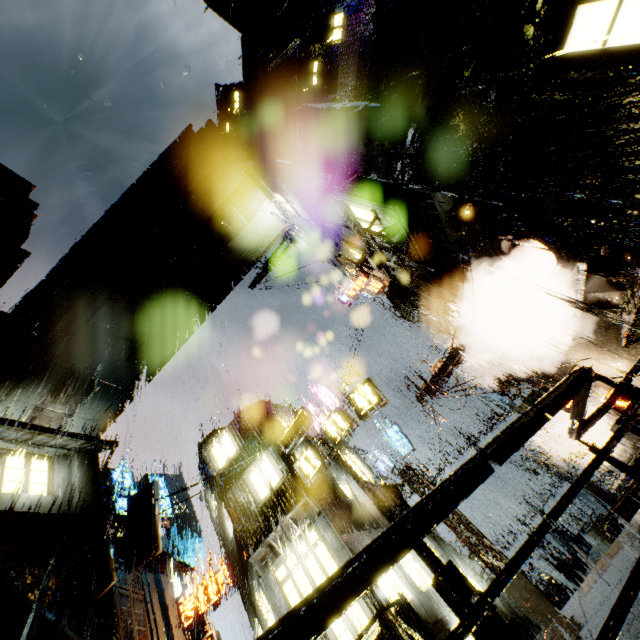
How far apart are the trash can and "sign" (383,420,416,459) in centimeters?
927cm

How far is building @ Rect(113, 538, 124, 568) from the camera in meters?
17.4 m

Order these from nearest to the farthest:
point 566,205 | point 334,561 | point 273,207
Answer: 1. point 566,205
2. point 334,561
3. point 273,207

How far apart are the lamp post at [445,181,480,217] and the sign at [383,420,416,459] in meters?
17.0

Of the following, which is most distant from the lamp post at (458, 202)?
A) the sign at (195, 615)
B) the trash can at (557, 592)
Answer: the sign at (195, 615)

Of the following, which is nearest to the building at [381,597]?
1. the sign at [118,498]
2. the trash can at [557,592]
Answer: the sign at [118,498]

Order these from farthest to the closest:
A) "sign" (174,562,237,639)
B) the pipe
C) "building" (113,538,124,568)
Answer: "sign" (174,562,237,639), "building" (113,538,124,568), the pipe

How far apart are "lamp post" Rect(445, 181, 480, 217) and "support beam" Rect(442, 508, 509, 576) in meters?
16.8
